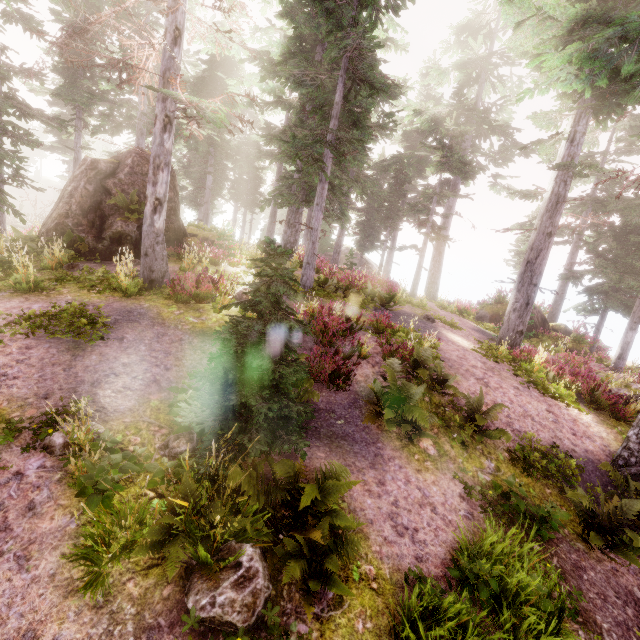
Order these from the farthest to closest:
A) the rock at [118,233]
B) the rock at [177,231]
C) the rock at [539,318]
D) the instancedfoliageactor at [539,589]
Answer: the rock at [539,318], the rock at [177,231], the rock at [118,233], the instancedfoliageactor at [539,589]

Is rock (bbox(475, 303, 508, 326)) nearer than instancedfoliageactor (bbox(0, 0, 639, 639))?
No

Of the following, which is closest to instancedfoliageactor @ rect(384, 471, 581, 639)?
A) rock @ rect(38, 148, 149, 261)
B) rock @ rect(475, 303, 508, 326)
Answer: rock @ rect(38, 148, 149, 261)

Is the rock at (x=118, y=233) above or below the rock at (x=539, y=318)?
above

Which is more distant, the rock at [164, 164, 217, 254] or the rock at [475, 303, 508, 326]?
the rock at [475, 303, 508, 326]

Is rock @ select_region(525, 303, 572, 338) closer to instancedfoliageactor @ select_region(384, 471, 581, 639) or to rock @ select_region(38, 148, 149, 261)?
instancedfoliageactor @ select_region(384, 471, 581, 639)

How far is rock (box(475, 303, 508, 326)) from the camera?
20.2 meters

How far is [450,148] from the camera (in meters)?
21.36
